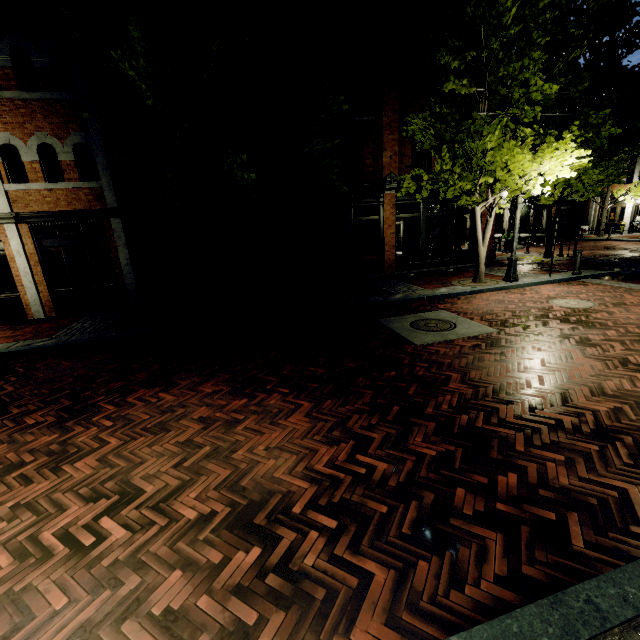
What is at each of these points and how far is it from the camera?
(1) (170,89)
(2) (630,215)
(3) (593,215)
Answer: (1) tree, 6.6m
(2) building, 25.8m
(3) building, 28.6m

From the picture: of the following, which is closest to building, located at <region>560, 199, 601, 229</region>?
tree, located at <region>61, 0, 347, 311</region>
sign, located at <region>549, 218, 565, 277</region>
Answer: tree, located at <region>61, 0, 347, 311</region>

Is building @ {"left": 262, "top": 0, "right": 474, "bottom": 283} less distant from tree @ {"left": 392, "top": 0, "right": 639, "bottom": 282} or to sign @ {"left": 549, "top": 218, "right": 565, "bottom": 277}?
tree @ {"left": 392, "top": 0, "right": 639, "bottom": 282}

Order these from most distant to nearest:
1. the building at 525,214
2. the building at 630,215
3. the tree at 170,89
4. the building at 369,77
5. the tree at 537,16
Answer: the building at 525,214, the building at 630,215, the building at 369,77, the tree at 537,16, the tree at 170,89

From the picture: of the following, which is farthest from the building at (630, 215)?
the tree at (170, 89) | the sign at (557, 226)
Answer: the sign at (557, 226)

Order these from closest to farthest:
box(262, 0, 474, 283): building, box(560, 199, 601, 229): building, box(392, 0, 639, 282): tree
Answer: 1. box(392, 0, 639, 282): tree
2. box(262, 0, 474, 283): building
3. box(560, 199, 601, 229): building
